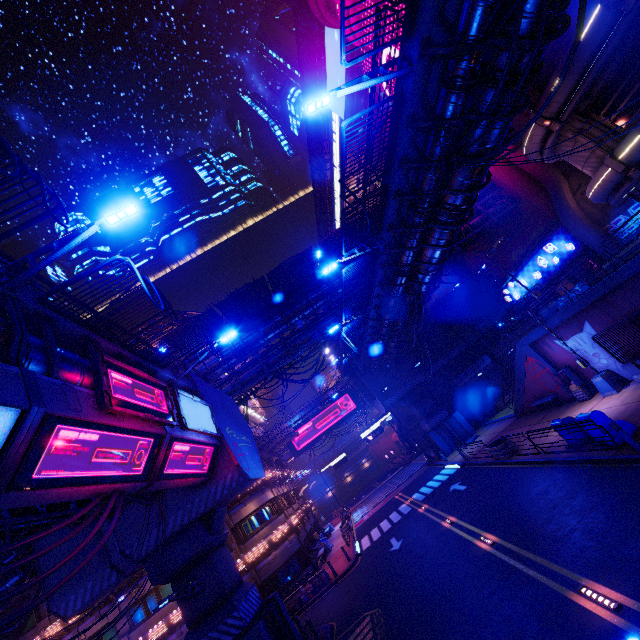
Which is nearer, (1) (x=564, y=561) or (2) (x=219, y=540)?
(1) (x=564, y=561)

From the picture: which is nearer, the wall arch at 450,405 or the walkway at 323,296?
the walkway at 323,296

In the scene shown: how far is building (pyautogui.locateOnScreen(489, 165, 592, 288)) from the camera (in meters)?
28.95

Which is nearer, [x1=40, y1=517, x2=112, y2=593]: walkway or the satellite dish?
[x1=40, y1=517, x2=112, y2=593]: walkway

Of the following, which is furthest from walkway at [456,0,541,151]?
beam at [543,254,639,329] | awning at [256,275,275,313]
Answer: awning at [256,275,275,313]

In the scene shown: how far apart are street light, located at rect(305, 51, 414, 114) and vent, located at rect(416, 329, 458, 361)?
31.54m

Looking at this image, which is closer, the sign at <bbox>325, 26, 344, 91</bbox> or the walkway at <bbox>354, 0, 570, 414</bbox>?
the walkway at <bbox>354, 0, 570, 414</bbox>

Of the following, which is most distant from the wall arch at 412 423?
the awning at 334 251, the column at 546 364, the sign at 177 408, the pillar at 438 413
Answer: the sign at 177 408
